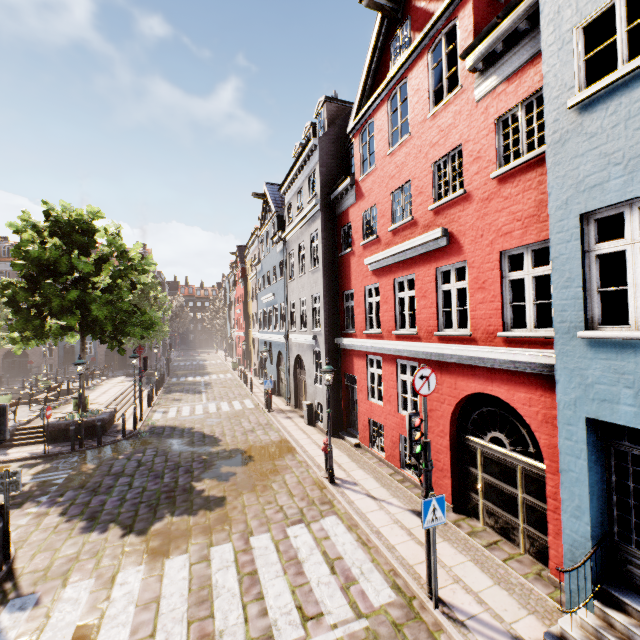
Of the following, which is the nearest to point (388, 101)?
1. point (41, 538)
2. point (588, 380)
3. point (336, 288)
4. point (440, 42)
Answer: point (440, 42)

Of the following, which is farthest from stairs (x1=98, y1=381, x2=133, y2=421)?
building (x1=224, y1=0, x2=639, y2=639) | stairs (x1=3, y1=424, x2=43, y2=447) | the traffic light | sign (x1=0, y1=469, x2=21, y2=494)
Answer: the traffic light

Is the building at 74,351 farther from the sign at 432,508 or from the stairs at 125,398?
the stairs at 125,398

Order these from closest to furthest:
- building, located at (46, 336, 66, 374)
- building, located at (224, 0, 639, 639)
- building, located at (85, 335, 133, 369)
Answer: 1. building, located at (224, 0, 639, 639)
2. building, located at (46, 336, 66, 374)
3. building, located at (85, 335, 133, 369)

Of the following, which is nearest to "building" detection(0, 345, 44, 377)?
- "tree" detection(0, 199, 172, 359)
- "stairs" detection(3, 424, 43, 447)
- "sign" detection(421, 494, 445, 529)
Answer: "sign" detection(421, 494, 445, 529)

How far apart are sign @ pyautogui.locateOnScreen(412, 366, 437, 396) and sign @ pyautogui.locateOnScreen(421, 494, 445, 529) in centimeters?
168cm

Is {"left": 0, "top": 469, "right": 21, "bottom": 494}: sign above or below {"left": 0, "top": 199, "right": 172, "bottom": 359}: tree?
below

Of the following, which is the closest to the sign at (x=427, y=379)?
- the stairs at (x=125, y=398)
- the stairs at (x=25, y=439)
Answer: the stairs at (x=25, y=439)
